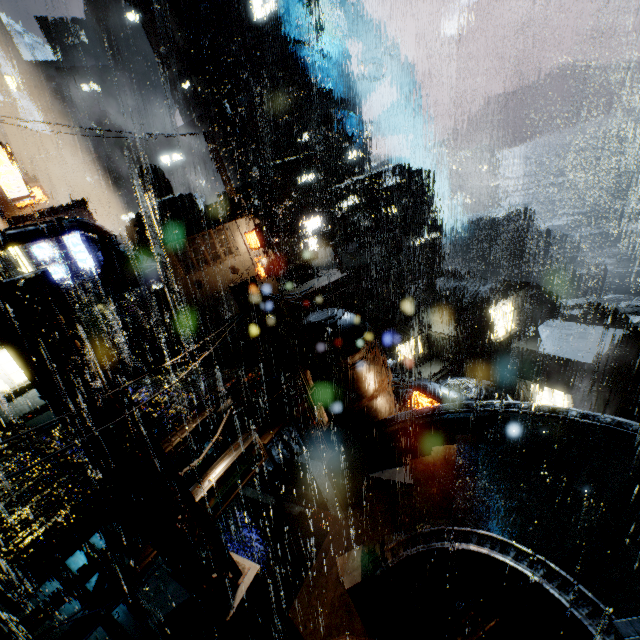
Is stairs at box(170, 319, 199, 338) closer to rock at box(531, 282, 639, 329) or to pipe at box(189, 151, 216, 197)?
pipe at box(189, 151, 216, 197)

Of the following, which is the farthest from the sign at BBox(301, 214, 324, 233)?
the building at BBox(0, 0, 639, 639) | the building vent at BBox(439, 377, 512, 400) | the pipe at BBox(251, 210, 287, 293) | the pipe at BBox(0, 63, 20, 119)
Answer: the pipe at BBox(0, 63, 20, 119)

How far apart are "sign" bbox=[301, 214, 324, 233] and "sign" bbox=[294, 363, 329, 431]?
26.4m

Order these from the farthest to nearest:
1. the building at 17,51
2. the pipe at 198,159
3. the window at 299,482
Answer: the pipe at 198,159
the building at 17,51
the window at 299,482

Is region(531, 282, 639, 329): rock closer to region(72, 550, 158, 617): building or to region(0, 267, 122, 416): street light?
region(72, 550, 158, 617): building

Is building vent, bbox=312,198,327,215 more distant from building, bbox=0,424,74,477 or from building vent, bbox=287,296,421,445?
building vent, bbox=287,296,421,445

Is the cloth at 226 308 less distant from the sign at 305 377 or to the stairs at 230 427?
the stairs at 230 427

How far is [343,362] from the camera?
13.9 meters
